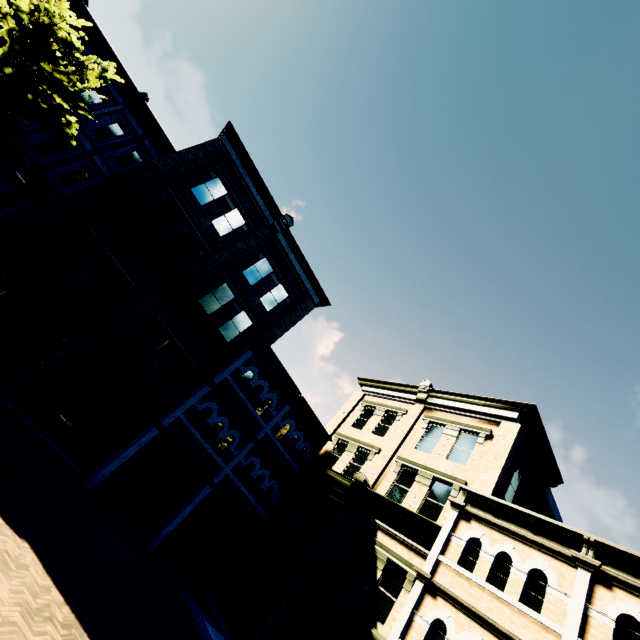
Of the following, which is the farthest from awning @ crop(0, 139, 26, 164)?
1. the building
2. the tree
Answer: the tree

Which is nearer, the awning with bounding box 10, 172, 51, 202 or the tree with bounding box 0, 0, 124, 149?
the tree with bounding box 0, 0, 124, 149

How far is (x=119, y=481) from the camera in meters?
13.7

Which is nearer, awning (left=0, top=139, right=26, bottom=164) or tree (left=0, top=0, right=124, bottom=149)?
tree (left=0, top=0, right=124, bottom=149)

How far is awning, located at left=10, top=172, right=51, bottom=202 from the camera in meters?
14.8 m

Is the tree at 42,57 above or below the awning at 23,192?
above

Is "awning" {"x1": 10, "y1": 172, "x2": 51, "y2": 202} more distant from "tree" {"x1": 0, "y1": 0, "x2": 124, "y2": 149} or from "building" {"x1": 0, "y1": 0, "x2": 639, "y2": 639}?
"tree" {"x1": 0, "y1": 0, "x2": 124, "y2": 149}

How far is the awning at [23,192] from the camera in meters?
14.8
